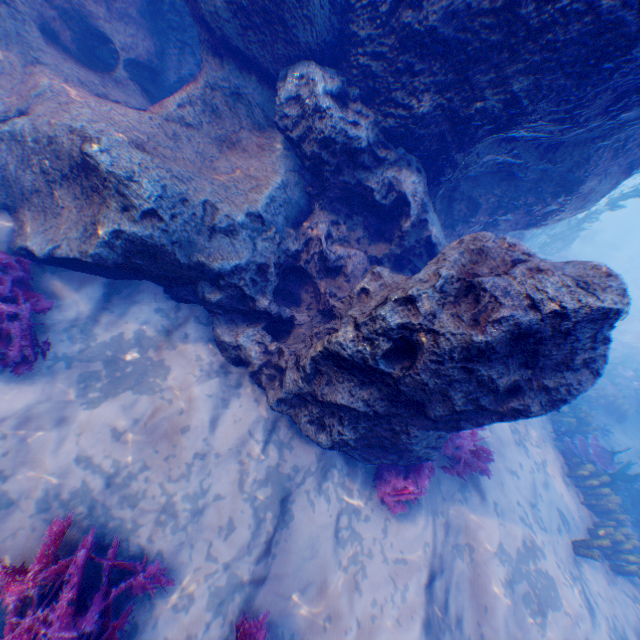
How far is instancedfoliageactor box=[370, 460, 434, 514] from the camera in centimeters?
479cm

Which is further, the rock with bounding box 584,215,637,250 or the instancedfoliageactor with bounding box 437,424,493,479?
the rock with bounding box 584,215,637,250

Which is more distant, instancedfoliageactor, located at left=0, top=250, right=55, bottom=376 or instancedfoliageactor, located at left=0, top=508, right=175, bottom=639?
instancedfoliageactor, located at left=0, top=250, right=55, bottom=376

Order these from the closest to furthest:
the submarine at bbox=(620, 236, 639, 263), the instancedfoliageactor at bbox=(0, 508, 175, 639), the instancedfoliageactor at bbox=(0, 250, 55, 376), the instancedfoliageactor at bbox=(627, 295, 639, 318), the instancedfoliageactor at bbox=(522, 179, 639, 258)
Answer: the instancedfoliageactor at bbox=(0, 508, 175, 639) → the instancedfoliageactor at bbox=(0, 250, 55, 376) → the instancedfoliageactor at bbox=(522, 179, 639, 258) → the instancedfoliageactor at bbox=(627, 295, 639, 318) → the submarine at bbox=(620, 236, 639, 263)

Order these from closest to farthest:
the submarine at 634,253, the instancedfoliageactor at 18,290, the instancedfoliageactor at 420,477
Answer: the instancedfoliageactor at 18,290, the instancedfoliageactor at 420,477, the submarine at 634,253

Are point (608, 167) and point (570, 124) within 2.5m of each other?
yes

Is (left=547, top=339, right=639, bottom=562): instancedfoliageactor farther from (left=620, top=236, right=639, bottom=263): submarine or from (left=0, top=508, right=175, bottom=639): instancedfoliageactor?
(left=620, top=236, right=639, bottom=263): submarine

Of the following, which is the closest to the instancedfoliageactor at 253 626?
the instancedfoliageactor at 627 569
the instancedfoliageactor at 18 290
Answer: the instancedfoliageactor at 18 290
